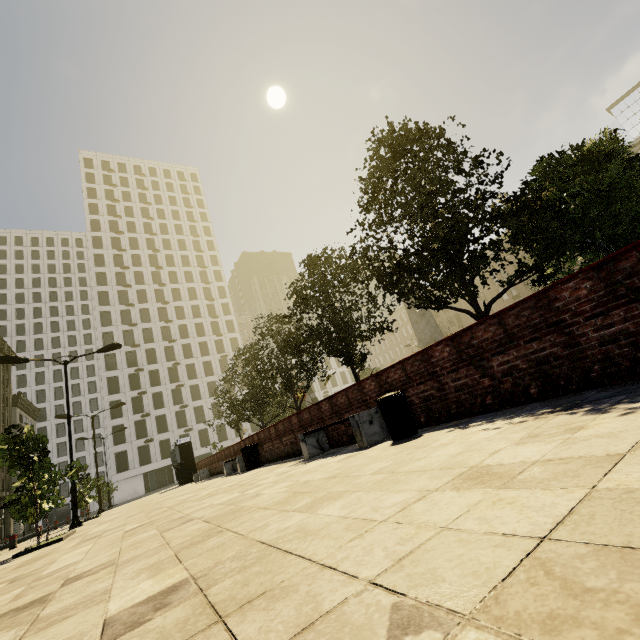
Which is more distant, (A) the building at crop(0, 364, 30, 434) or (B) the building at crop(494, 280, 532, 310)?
(B) the building at crop(494, 280, 532, 310)

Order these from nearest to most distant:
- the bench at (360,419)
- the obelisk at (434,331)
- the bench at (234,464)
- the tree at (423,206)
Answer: the bench at (360,419)
the tree at (423,206)
the bench at (234,464)
the obelisk at (434,331)

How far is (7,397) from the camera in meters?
51.8 m

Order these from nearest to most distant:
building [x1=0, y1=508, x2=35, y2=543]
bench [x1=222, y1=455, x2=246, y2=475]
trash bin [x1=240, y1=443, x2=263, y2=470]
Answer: trash bin [x1=240, y1=443, x2=263, y2=470] → bench [x1=222, y1=455, x2=246, y2=475] → building [x1=0, y1=508, x2=35, y2=543]

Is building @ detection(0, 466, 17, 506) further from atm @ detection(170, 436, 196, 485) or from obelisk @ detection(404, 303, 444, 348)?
obelisk @ detection(404, 303, 444, 348)

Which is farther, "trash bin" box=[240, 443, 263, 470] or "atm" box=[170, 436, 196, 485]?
"atm" box=[170, 436, 196, 485]

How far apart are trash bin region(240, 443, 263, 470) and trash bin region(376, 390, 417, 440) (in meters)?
8.09

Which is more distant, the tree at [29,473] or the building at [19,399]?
the building at [19,399]
